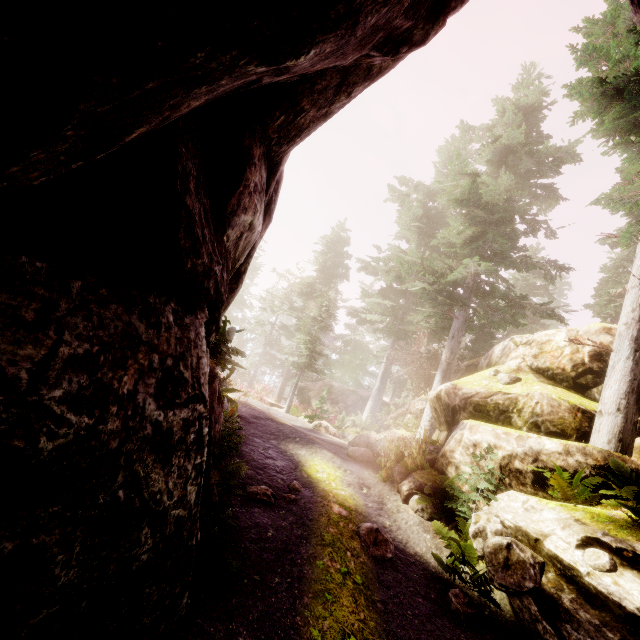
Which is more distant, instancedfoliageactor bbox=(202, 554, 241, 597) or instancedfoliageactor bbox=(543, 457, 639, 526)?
instancedfoliageactor bbox=(543, 457, 639, 526)

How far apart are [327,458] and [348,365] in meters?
32.2 m

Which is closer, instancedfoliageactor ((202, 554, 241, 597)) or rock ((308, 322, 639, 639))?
instancedfoliageactor ((202, 554, 241, 597))

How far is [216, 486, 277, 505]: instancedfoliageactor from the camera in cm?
606

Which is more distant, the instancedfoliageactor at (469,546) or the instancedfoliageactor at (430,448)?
the instancedfoliageactor at (430,448)

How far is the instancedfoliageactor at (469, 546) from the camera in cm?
552

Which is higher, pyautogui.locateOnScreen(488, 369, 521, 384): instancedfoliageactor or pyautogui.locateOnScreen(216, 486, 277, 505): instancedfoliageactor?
pyautogui.locateOnScreen(488, 369, 521, 384): instancedfoliageactor
